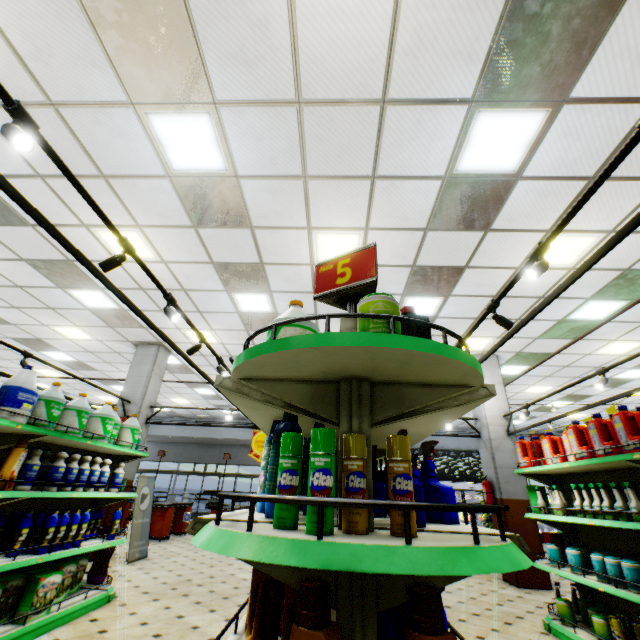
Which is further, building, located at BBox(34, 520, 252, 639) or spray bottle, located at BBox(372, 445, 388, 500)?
building, located at BBox(34, 520, 252, 639)

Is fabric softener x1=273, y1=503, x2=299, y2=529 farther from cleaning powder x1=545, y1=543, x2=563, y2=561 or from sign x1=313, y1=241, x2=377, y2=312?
cleaning powder x1=545, y1=543, x2=563, y2=561

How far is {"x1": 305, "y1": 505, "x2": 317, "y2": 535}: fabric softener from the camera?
0.92m

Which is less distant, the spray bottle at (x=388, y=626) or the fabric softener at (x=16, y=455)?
the spray bottle at (x=388, y=626)

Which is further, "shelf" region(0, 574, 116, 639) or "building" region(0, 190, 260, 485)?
"building" region(0, 190, 260, 485)

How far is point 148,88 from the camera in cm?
327

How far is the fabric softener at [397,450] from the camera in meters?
1.0 m

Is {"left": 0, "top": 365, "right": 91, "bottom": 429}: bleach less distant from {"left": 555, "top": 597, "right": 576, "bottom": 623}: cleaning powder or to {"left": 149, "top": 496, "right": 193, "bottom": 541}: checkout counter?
{"left": 555, "top": 597, "right": 576, "bottom": 623}: cleaning powder
